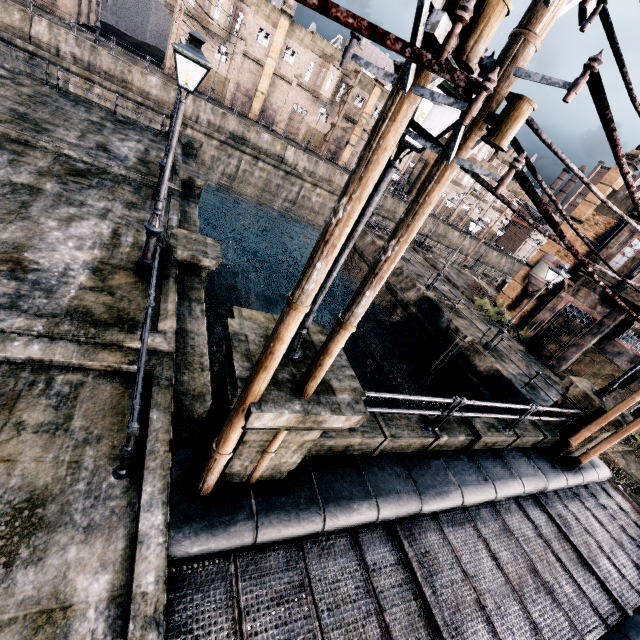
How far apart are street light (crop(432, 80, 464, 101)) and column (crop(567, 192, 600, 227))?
29.3m

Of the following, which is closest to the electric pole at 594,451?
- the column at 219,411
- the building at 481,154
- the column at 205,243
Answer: the column at 219,411

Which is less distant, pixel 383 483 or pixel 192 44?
pixel 192 44

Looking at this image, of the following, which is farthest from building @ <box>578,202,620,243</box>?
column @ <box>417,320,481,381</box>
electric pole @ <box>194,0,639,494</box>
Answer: electric pole @ <box>194,0,639,494</box>

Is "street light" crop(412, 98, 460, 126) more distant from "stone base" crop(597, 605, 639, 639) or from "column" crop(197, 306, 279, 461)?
"stone base" crop(597, 605, 639, 639)

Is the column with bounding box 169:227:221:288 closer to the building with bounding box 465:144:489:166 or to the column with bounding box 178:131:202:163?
the column with bounding box 178:131:202:163

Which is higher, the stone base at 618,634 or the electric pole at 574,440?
the electric pole at 574,440

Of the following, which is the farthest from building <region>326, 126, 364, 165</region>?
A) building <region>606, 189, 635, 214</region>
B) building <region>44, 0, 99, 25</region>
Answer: building <region>606, 189, 635, 214</region>
